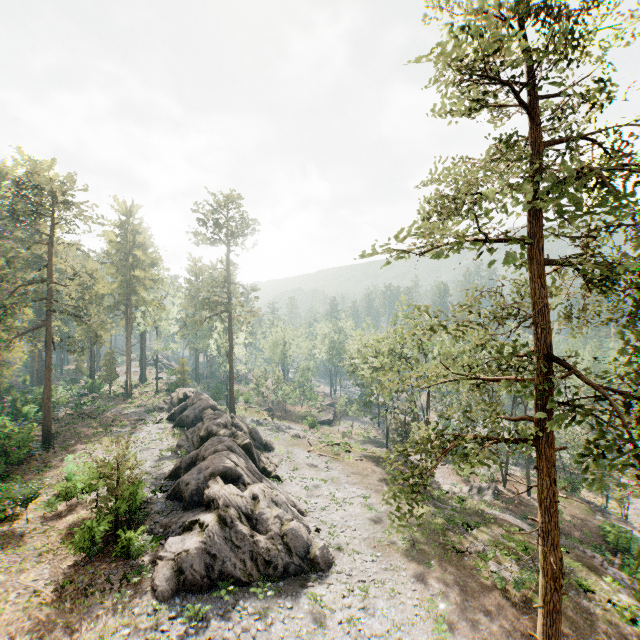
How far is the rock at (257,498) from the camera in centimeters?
1722cm

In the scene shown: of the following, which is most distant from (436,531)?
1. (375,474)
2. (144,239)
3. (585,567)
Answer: (144,239)

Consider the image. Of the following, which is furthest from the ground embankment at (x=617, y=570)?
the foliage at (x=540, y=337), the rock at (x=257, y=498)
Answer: the rock at (x=257, y=498)

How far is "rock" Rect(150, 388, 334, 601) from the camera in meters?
17.2

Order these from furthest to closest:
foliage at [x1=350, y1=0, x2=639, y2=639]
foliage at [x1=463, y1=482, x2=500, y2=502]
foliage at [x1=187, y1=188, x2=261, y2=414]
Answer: foliage at [x1=187, y1=188, x2=261, y2=414] → foliage at [x1=463, y1=482, x2=500, y2=502] → foliage at [x1=350, y1=0, x2=639, y2=639]

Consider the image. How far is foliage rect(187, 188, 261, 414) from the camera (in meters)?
46.28

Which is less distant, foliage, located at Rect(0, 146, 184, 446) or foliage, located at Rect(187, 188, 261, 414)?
foliage, located at Rect(0, 146, 184, 446)
